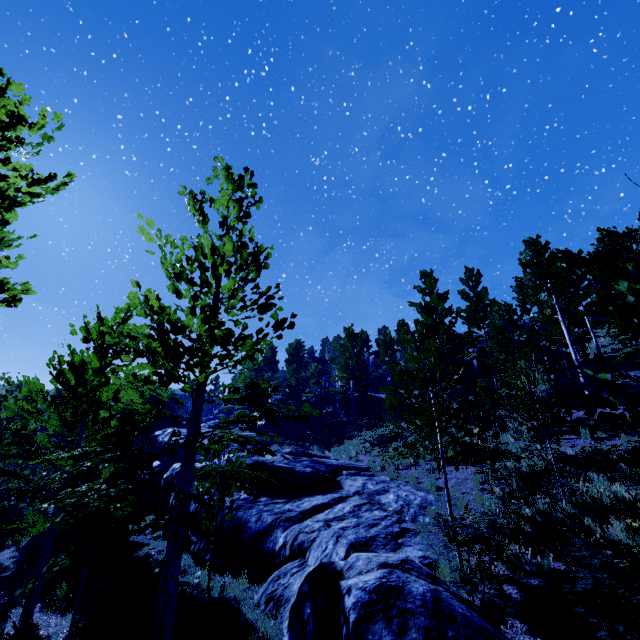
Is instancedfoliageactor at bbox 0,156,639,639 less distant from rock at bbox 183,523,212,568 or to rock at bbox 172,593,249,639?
rock at bbox 183,523,212,568

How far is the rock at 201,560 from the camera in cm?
1024

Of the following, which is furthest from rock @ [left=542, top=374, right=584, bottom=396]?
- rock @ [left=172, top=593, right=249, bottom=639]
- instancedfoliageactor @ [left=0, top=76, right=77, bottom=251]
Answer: rock @ [left=172, top=593, right=249, bottom=639]

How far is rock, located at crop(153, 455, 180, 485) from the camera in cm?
1410

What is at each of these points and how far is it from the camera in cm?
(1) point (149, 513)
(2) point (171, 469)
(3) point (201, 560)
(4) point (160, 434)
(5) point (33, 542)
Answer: (1) instancedfoliageactor, 416
(2) rock, 1474
(3) rock, 1030
(4) rock, 2881
(5) rock, 1280

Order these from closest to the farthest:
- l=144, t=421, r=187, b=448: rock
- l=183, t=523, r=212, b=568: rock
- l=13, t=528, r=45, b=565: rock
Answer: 1. l=183, t=523, r=212, b=568: rock
2. l=13, t=528, r=45, b=565: rock
3. l=144, t=421, r=187, b=448: rock

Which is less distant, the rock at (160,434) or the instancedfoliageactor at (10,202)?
the instancedfoliageactor at (10,202)

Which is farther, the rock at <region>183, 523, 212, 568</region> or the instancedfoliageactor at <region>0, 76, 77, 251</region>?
the rock at <region>183, 523, 212, 568</region>
